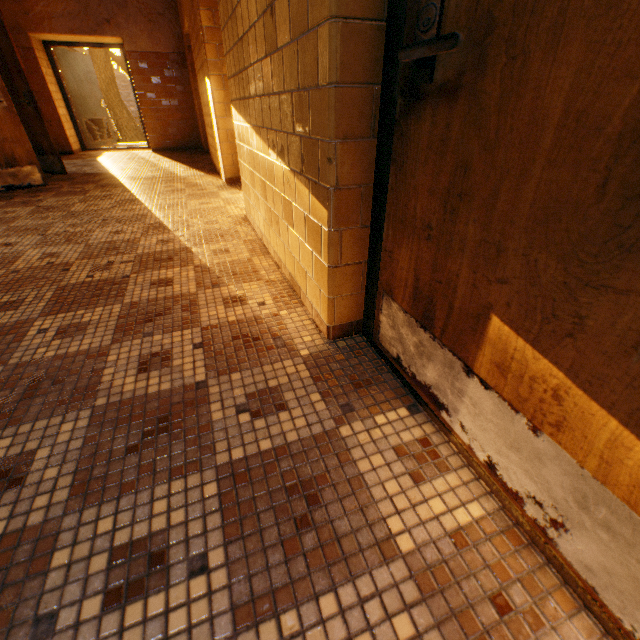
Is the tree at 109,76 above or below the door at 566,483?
above

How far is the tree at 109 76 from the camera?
15.4 meters

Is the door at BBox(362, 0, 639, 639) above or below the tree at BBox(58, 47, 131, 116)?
below

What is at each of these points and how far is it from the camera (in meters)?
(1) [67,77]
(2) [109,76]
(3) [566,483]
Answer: (1) door, 7.86
(2) tree, 15.98
(3) door, 0.68

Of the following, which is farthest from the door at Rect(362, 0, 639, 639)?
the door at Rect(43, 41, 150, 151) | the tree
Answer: the tree

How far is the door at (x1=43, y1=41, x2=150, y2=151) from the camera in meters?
7.5 m

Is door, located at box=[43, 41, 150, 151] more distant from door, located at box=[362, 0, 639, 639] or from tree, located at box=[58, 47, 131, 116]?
door, located at box=[362, 0, 639, 639]
